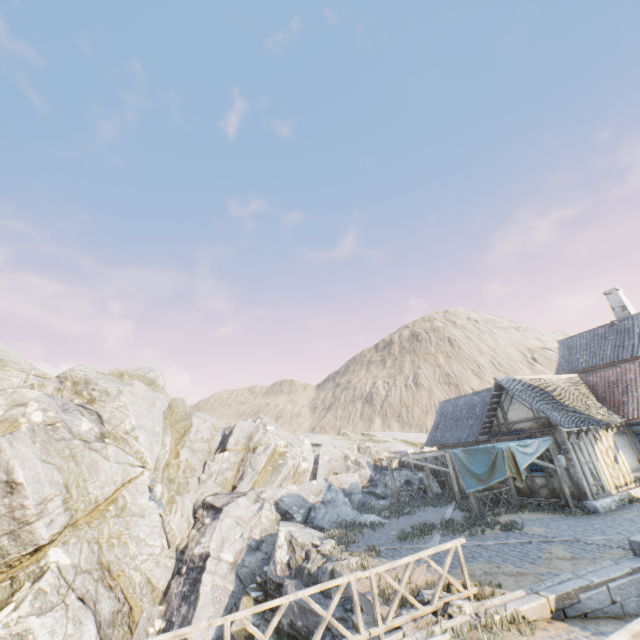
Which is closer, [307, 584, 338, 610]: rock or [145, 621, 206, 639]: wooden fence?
[145, 621, 206, 639]: wooden fence

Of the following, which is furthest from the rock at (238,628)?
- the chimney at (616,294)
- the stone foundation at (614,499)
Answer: the chimney at (616,294)

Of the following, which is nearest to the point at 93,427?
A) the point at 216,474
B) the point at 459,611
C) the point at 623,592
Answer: the point at 216,474

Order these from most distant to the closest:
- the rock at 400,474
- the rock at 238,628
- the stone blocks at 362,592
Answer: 1. the rock at 400,474
2. the rock at 238,628
3. the stone blocks at 362,592

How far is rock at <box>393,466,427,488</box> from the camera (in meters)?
23.70

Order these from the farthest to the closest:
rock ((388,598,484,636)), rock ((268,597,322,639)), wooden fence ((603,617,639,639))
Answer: rock ((268,597,322,639)) → rock ((388,598,484,636)) → wooden fence ((603,617,639,639))
